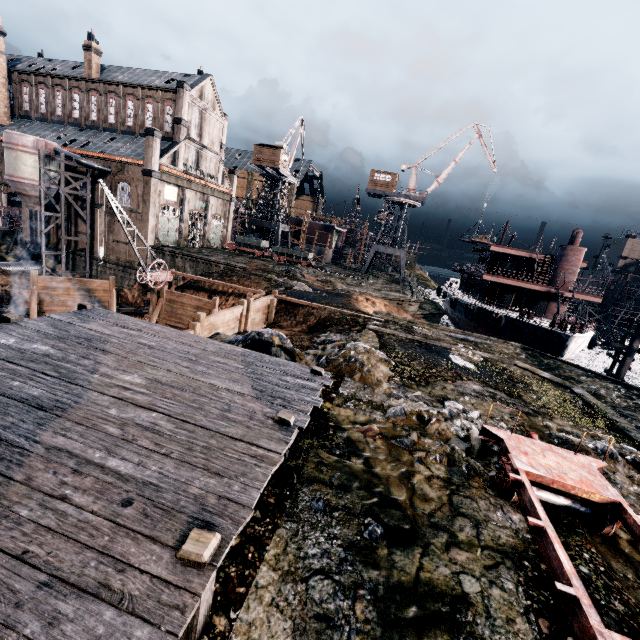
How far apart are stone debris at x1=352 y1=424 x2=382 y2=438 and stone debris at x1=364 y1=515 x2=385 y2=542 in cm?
277

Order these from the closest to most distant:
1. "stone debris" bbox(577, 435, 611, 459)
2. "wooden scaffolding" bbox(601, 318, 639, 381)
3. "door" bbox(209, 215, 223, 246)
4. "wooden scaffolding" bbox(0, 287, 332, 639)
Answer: "wooden scaffolding" bbox(0, 287, 332, 639) < "stone debris" bbox(577, 435, 611, 459) < "wooden scaffolding" bbox(601, 318, 639, 381) < "door" bbox(209, 215, 223, 246)

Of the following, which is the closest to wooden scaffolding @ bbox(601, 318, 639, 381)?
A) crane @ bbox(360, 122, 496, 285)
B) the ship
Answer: the ship

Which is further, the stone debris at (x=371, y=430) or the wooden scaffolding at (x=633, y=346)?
the wooden scaffolding at (x=633, y=346)

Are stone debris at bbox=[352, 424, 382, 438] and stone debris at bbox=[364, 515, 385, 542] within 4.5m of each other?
yes

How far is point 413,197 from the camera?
51.6 meters

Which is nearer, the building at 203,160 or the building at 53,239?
the building at 203,160

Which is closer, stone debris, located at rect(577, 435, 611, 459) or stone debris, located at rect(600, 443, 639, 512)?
stone debris, located at rect(600, 443, 639, 512)
